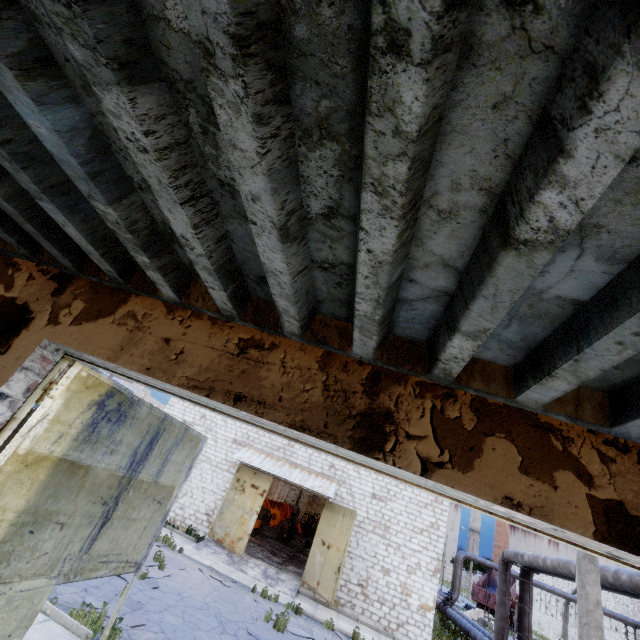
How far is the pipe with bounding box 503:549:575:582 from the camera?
11.8 meters

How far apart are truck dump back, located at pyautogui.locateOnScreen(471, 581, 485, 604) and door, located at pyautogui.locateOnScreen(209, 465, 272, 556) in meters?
34.7

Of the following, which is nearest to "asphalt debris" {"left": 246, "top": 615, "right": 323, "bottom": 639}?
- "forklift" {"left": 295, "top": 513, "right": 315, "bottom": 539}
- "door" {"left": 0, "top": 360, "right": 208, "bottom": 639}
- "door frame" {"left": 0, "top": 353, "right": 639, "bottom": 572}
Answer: "door" {"left": 0, "top": 360, "right": 208, "bottom": 639}

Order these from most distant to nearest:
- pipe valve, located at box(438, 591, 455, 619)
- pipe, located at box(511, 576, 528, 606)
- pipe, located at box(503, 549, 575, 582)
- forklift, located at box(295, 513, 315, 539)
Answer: forklift, located at box(295, 513, 315, 539) → pipe valve, located at box(438, 591, 455, 619) → pipe, located at box(511, 576, 528, 606) → pipe, located at box(503, 549, 575, 582)

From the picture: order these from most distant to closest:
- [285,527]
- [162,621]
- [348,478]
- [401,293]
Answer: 1. [285,527]
2. [348,478]
3. [162,621]
4. [401,293]

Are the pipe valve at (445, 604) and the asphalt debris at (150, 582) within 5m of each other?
no

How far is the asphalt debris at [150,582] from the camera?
9.79m

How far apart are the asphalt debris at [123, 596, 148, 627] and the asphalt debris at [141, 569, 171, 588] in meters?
1.0 m
